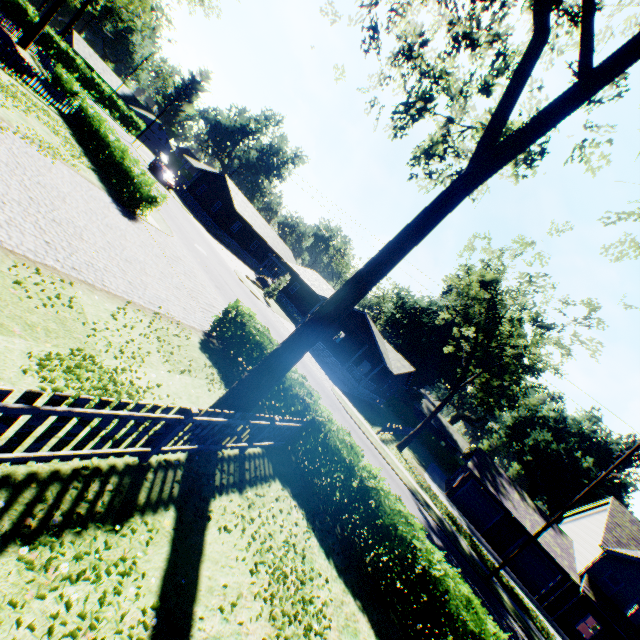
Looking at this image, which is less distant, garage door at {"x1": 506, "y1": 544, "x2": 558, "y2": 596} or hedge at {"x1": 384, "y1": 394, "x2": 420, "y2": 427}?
garage door at {"x1": 506, "y1": 544, "x2": 558, "y2": 596}

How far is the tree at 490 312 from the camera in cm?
2325

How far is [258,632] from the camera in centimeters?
486cm

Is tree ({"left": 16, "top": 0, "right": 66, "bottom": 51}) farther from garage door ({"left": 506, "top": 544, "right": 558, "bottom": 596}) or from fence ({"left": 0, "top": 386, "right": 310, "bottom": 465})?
garage door ({"left": 506, "top": 544, "right": 558, "bottom": 596})

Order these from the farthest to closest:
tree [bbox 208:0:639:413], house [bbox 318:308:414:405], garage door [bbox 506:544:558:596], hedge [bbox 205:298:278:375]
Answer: house [bbox 318:308:414:405] < garage door [bbox 506:544:558:596] < hedge [bbox 205:298:278:375] < tree [bbox 208:0:639:413]

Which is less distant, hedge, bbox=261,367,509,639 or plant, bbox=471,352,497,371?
hedge, bbox=261,367,509,639

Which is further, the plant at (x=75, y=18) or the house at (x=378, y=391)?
the plant at (x=75, y=18)

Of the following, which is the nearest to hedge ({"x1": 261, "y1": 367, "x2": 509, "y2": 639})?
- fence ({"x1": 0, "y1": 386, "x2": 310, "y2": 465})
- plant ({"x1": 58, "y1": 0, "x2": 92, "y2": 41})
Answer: fence ({"x1": 0, "y1": 386, "x2": 310, "y2": 465})
